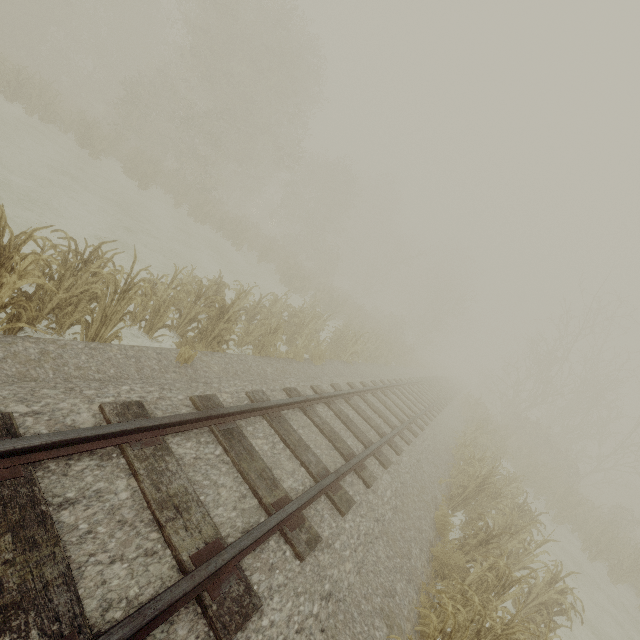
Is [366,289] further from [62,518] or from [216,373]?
[62,518]
